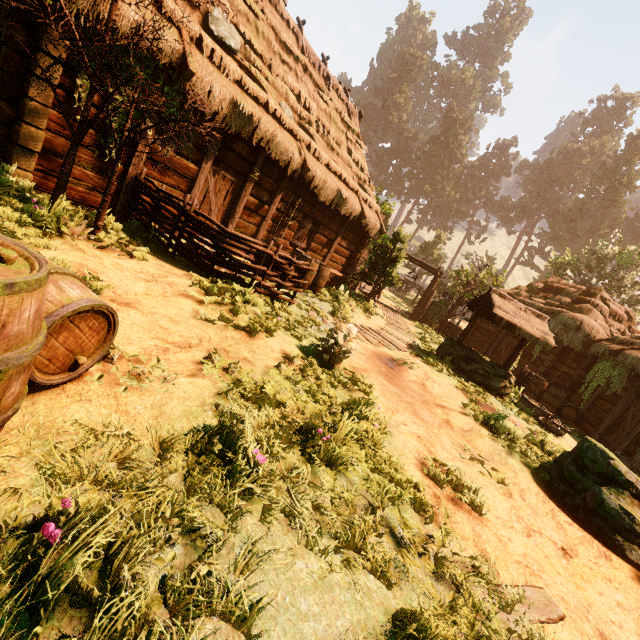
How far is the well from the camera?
9.56m

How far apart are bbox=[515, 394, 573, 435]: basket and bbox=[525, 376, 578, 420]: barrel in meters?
3.3

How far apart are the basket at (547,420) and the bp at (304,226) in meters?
9.1

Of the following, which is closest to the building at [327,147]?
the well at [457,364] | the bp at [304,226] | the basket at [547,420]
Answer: the bp at [304,226]

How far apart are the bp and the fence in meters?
4.8

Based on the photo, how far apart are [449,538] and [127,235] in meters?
6.9 m

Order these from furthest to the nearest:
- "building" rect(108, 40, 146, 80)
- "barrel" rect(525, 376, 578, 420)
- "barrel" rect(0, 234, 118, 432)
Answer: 1. "barrel" rect(525, 376, 578, 420)
2. "building" rect(108, 40, 146, 80)
3. "barrel" rect(0, 234, 118, 432)

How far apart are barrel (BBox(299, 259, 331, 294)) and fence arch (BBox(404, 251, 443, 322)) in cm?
921
